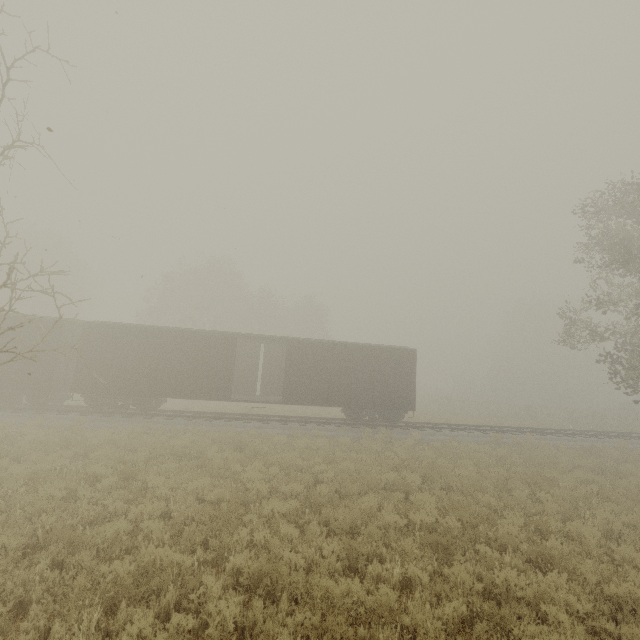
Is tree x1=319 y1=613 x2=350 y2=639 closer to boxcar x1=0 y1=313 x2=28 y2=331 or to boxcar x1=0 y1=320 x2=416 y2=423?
boxcar x1=0 y1=320 x2=416 y2=423

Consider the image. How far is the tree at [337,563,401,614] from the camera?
4.7 meters

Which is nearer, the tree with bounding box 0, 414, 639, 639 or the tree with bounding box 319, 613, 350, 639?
the tree with bounding box 319, 613, 350, 639

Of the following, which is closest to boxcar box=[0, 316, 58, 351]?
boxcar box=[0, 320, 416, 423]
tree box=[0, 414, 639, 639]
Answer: boxcar box=[0, 320, 416, 423]

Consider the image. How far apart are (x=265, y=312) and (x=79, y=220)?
25.16m

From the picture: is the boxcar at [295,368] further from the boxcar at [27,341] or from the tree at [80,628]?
the tree at [80,628]
